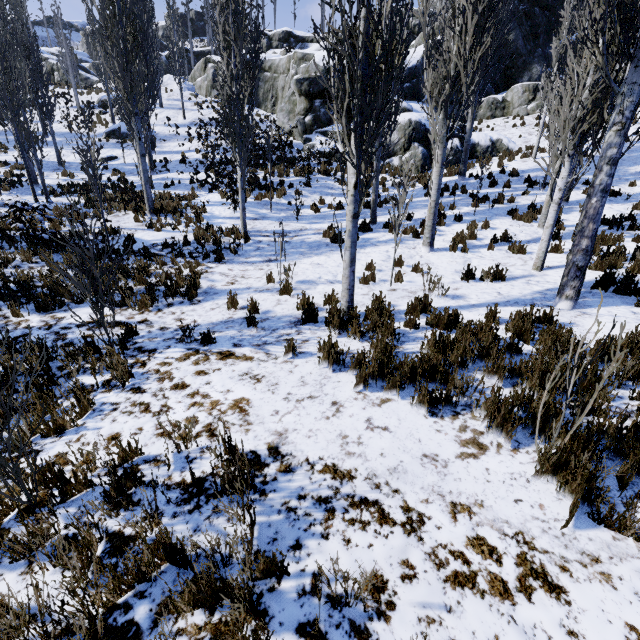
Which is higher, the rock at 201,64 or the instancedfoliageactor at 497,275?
the rock at 201,64

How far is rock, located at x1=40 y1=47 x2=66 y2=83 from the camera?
36.7m

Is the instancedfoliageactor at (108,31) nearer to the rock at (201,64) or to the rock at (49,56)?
the rock at (201,64)

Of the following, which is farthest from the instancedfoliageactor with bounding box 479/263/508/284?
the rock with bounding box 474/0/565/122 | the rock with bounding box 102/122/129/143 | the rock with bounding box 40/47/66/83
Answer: the rock with bounding box 40/47/66/83

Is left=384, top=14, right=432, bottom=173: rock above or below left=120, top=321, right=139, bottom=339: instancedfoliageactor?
above

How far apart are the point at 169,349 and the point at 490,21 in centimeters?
1023cm

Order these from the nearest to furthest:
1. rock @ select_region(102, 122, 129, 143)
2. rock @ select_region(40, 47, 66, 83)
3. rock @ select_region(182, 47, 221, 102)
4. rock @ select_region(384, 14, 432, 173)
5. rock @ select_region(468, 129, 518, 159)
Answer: rock @ select_region(384, 14, 432, 173) → rock @ select_region(468, 129, 518, 159) → rock @ select_region(102, 122, 129, 143) → rock @ select_region(182, 47, 221, 102) → rock @ select_region(40, 47, 66, 83)

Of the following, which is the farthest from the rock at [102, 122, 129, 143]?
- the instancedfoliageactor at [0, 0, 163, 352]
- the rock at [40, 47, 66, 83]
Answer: the rock at [40, 47, 66, 83]
